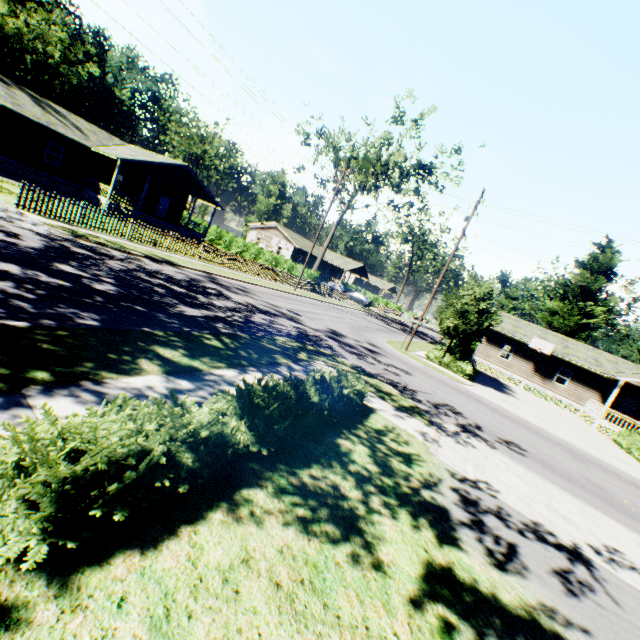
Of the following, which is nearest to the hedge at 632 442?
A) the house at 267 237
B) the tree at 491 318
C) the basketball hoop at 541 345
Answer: the basketball hoop at 541 345

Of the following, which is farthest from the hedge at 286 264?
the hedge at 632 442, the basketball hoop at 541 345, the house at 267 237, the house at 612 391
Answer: the hedge at 632 442

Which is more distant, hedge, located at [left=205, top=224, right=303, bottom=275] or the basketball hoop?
hedge, located at [left=205, top=224, right=303, bottom=275]

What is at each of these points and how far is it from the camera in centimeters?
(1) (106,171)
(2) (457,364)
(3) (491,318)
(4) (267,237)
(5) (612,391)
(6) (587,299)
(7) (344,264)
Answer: (1) house, 2953cm
(2) hedge, 2241cm
(3) tree, 2158cm
(4) house, 5388cm
(5) house, 2828cm
(6) plant, 3959cm
(7) house, 5922cm

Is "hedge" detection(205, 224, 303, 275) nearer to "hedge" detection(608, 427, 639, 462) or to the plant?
the plant

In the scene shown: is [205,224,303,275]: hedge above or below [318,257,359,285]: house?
below

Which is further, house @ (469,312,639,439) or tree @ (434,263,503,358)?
house @ (469,312,639,439)

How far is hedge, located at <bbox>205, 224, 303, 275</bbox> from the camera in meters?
37.3 m
